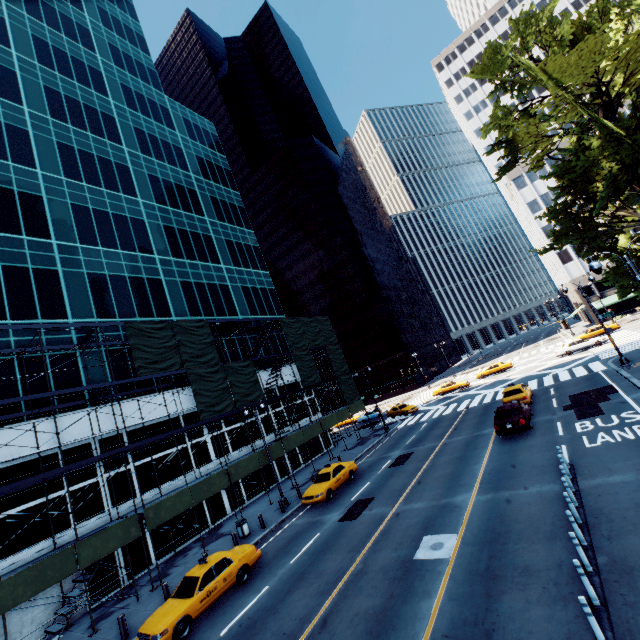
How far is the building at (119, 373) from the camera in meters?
24.0

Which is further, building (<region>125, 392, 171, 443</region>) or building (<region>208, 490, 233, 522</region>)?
building (<region>208, 490, 233, 522</region>)

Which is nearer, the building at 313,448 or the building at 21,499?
the building at 21,499

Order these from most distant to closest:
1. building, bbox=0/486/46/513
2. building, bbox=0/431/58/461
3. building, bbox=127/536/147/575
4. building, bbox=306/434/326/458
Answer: building, bbox=306/434/326/458 → building, bbox=127/536/147/575 → building, bbox=0/431/58/461 → building, bbox=0/486/46/513

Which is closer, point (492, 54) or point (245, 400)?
point (492, 54)

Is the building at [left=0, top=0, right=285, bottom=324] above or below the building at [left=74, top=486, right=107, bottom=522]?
above

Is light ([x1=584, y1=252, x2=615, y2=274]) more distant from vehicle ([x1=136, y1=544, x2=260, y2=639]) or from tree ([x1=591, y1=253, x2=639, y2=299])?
vehicle ([x1=136, y1=544, x2=260, y2=639])
